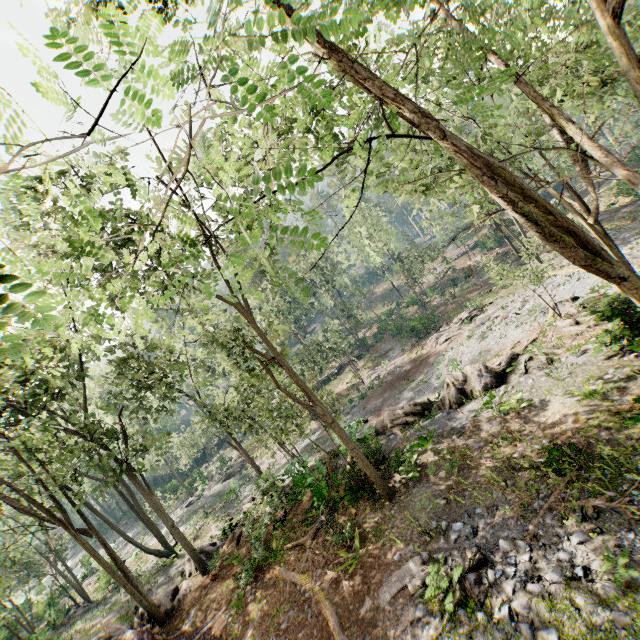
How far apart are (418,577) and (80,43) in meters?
13.9

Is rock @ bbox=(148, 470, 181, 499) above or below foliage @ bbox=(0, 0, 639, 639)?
below

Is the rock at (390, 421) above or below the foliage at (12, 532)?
below

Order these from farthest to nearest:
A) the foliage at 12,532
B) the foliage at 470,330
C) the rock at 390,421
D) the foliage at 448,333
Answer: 1. the foliage at 448,333
2. the foliage at 470,330
3. the rock at 390,421
4. the foliage at 12,532

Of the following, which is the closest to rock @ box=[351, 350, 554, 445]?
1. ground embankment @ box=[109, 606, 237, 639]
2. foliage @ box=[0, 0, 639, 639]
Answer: foliage @ box=[0, 0, 639, 639]

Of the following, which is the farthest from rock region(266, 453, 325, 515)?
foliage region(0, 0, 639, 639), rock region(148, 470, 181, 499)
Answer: rock region(148, 470, 181, 499)

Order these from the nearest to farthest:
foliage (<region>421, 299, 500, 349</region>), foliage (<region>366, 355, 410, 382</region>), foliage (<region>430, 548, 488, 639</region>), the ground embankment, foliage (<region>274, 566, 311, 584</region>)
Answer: foliage (<region>430, 548, 488, 639</region>), foliage (<region>274, 566, 311, 584</region>), the ground embankment, foliage (<region>421, 299, 500, 349</region>), foliage (<region>366, 355, 410, 382</region>)

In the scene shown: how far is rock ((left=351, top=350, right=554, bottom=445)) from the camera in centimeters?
1708cm
